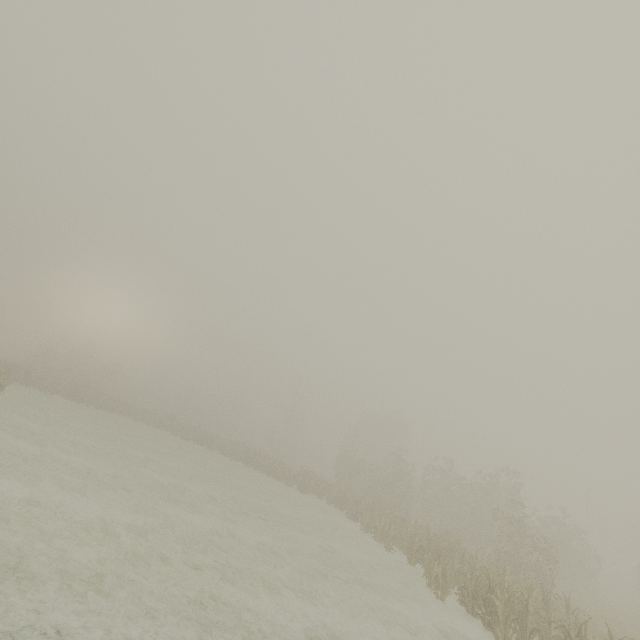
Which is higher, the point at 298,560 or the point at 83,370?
the point at 83,370
